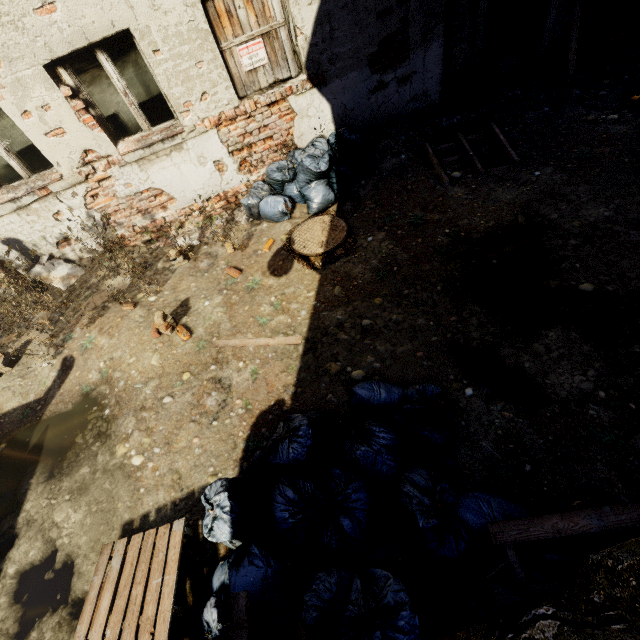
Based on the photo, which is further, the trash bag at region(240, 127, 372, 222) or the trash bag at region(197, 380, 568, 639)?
the trash bag at region(240, 127, 372, 222)

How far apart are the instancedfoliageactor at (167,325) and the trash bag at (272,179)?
2.2m

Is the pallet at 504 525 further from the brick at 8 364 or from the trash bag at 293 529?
the brick at 8 364

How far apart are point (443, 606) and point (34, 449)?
4.59m

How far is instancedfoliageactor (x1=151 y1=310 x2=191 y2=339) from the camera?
4.2m

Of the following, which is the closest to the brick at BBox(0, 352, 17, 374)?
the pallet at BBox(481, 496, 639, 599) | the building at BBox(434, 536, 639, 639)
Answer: the building at BBox(434, 536, 639, 639)

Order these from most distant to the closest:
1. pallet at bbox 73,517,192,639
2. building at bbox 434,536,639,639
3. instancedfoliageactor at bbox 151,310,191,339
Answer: instancedfoliageactor at bbox 151,310,191,339 < pallet at bbox 73,517,192,639 < building at bbox 434,536,639,639

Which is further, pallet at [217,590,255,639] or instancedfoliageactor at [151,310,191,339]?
instancedfoliageactor at [151,310,191,339]
